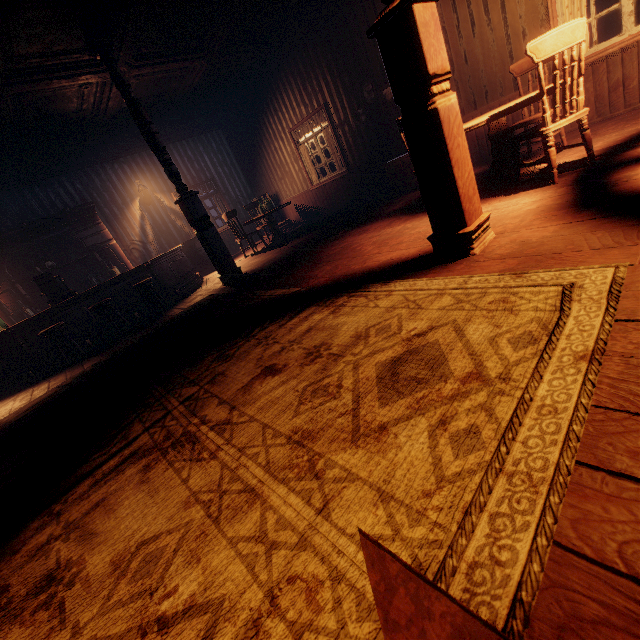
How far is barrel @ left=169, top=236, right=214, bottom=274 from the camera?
9.01m

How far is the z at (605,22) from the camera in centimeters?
2989cm

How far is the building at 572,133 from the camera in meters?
4.3

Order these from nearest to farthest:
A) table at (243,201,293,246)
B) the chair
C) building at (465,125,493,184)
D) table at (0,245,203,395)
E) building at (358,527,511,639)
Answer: building at (358,527,511,639) → the chair → building at (465,125,493,184) → table at (0,245,203,395) → table at (243,201,293,246)

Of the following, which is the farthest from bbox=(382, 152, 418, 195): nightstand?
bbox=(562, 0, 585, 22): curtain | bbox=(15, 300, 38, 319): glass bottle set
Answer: bbox=(15, 300, 38, 319): glass bottle set

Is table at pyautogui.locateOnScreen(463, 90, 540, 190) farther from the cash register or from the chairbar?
the cash register

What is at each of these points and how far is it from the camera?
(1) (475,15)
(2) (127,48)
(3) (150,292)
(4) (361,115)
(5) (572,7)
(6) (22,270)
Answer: (1) building, 5.1 meters
(2) building, 5.1 meters
(3) chairbar, 6.2 meters
(4) photos, 7.2 meters
(5) curtain, 4.4 meters
(6) bar shelf, 7.8 meters

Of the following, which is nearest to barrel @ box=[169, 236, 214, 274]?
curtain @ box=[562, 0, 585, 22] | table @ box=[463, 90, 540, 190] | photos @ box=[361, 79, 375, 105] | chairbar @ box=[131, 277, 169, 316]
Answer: curtain @ box=[562, 0, 585, 22]
